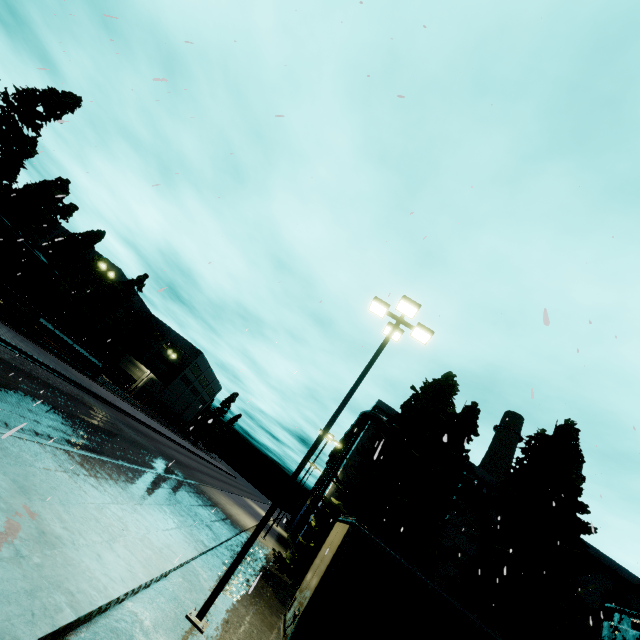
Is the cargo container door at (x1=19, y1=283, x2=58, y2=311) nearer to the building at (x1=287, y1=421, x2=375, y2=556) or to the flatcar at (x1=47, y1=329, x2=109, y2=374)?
the flatcar at (x1=47, y1=329, x2=109, y2=374)

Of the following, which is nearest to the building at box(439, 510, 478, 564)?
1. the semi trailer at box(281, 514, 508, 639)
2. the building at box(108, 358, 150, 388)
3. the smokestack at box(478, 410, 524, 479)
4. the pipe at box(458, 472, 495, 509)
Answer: the pipe at box(458, 472, 495, 509)

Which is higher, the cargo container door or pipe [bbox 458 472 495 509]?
pipe [bbox 458 472 495 509]

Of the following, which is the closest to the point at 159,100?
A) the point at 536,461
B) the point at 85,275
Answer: the point at 536,461

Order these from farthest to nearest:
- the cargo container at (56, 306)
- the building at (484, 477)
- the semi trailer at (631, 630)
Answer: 1. the building at (484, 477)
2. the cargo container at (56, 306)
3. the semi trailer at (631, 630)

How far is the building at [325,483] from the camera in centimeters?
2883cm

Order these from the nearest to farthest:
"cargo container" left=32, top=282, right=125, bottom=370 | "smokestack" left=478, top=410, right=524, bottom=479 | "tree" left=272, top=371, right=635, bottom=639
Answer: "tree" left=272, top=371, right=635, bottom=639 → "cargo container" left=32, top=282, right=125, bottom=370 → "smokestack" left=478, top=410, right=524, bottom=479

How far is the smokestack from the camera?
37.3m
